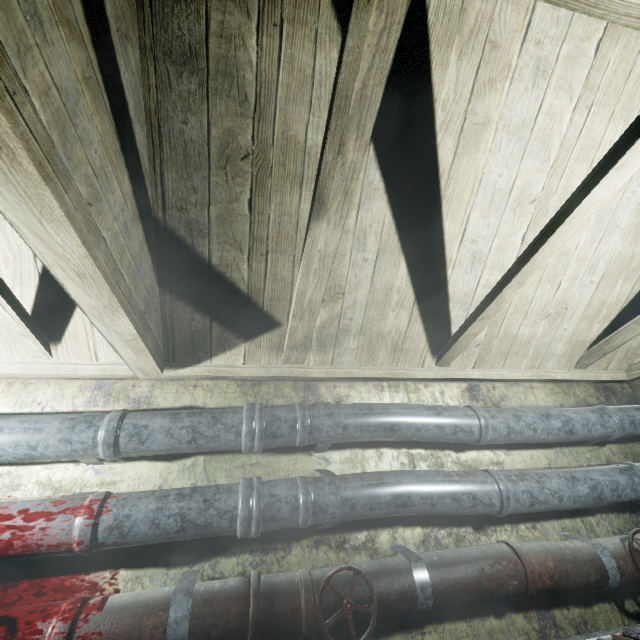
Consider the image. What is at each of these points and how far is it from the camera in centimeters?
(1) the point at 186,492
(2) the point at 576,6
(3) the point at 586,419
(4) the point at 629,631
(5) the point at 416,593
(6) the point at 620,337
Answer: (1) pipe, 132cm
(2) beam, 70cm
(3) pipe, 187cm
(4) table, 131cm
(5) pipe, 127cm
(6) beam, 192cm

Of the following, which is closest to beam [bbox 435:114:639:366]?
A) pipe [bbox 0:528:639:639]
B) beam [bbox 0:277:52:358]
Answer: beam [bbox 0:277:52:358]

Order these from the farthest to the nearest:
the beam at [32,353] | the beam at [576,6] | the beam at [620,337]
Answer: the beam at [620,337]
the beam at [32,353]
the beam at [576,6]

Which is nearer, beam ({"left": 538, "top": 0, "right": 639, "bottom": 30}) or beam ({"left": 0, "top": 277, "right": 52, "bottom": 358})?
beam ({"left": 538, "top": 0, "right": 639, "bottom": 30})

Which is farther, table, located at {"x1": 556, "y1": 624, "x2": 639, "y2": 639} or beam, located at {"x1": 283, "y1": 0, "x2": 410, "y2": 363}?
table, located at {"x1": 556, "y1": 624, "x2": 639, "y2": 639}

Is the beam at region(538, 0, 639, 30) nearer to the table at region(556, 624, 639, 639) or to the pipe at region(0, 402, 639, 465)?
the pipe at region(0, 402, 639, 465)

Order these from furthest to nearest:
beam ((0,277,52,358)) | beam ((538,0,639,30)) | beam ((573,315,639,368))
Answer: beam ((573,315,639,368))
beam ((0,277,52,358))
beam ((538,0,639,30))

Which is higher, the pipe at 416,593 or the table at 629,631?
the pipe at 416,593
